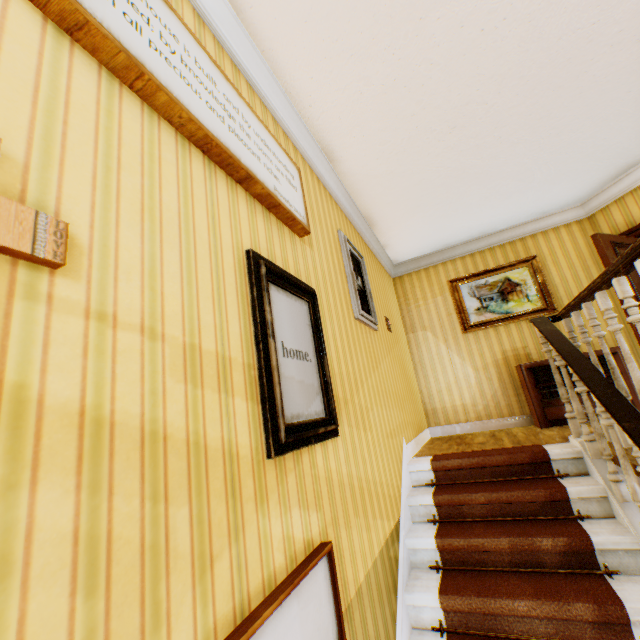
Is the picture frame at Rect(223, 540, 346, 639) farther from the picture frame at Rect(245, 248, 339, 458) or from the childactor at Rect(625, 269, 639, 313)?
the childactor at Rect(625, 269, 639, 313)

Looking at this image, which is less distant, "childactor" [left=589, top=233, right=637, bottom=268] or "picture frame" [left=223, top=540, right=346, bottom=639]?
"picture frame" [left=223, top=540, right=346, bottom=639]

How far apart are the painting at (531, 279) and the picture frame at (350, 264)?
2.4 meters

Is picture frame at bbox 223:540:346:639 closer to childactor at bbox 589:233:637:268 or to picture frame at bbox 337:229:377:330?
picture frame at bbox 337:229:377:330

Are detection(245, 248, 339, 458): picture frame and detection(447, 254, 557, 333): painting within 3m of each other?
no

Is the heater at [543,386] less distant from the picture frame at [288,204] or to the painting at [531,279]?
the painting at [531,279]

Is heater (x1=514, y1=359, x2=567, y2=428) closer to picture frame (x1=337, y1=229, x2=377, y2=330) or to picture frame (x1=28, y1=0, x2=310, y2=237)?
picture frame (x1=337, y1=229, x2=377, y2=330)

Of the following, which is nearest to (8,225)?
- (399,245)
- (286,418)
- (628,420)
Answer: (286,418)
